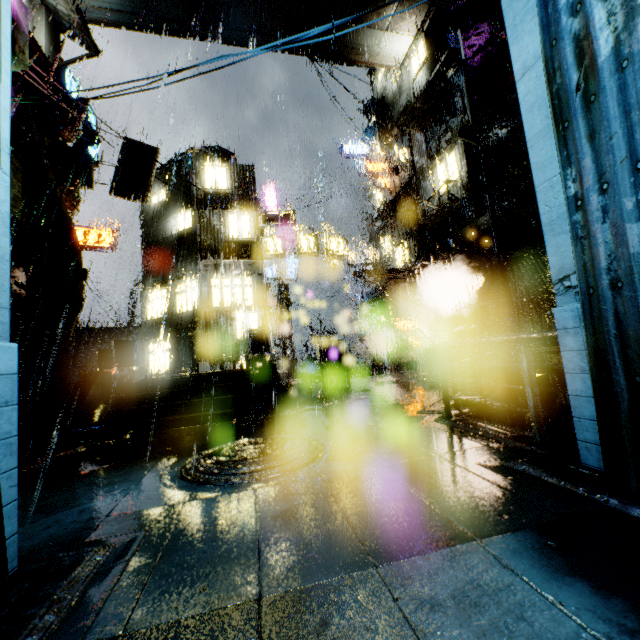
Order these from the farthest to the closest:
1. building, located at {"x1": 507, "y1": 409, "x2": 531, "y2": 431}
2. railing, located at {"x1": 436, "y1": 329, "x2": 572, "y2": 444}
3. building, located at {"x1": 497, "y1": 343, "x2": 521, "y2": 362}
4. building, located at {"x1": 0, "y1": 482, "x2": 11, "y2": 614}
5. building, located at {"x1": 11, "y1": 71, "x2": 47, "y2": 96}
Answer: building, located at {"x1": 497, "y1": 343, "x2": 521, "y2": 362}, building, located at {"x1": 11, "y1": 71, "x2": 47, "y2": 96}, building, located at {"x1": 507, "y1": 409, "x2": 531, "y2": 431}, railing, located at {"x1": 436, "y1": 329, "x2": 572, "y2": 444}, building, located at {"x1": 0, "y1": 482, "x2": 11, "y2": 614}

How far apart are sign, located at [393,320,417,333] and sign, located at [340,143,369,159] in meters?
17.8 m

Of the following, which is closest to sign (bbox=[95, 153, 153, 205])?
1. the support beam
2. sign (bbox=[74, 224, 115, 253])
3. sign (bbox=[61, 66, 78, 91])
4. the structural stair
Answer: sign (bbox=[61, 66, 78, 91])

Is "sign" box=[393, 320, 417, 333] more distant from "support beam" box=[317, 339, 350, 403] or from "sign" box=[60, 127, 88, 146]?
"sign" box=[60, 127, 88, 146]

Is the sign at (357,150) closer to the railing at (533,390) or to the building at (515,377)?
the building at (515,377)

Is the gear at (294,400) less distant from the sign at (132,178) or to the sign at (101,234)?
the sign at (132,178)

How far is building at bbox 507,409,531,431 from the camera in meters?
10.4 m

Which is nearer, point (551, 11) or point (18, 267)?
point (551, 11)
